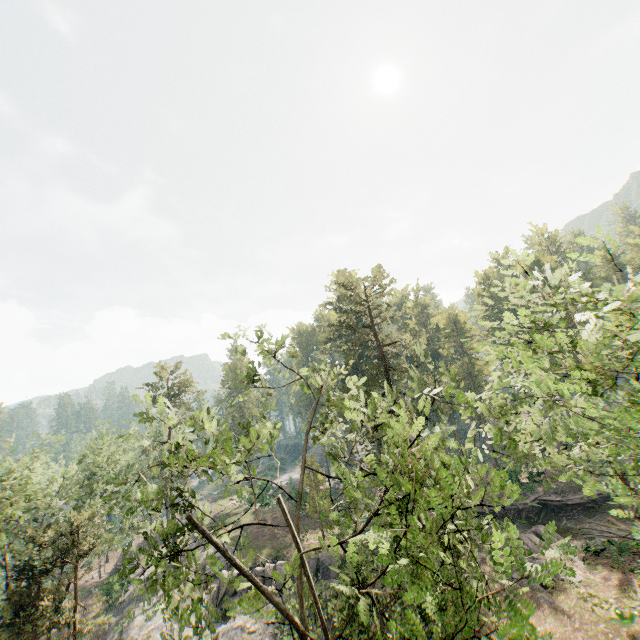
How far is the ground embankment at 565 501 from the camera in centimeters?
3198cm

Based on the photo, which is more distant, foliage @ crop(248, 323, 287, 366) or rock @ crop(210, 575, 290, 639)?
rock @ crop(210, 575, 290, 639)

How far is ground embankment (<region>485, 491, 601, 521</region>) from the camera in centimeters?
3198cm

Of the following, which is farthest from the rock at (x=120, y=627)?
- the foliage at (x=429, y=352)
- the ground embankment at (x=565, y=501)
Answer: the ground embankment at (x=565, y=501)

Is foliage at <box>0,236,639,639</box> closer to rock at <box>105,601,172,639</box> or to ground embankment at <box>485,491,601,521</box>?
rock at <box>105,601,172,639</box>

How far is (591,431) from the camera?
7.4m

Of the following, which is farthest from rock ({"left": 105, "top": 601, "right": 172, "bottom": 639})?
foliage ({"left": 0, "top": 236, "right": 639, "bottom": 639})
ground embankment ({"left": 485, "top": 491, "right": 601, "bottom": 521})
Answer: ground embankment ({"left": 485, "top": 491, "right": 601, "bottom": 521})
